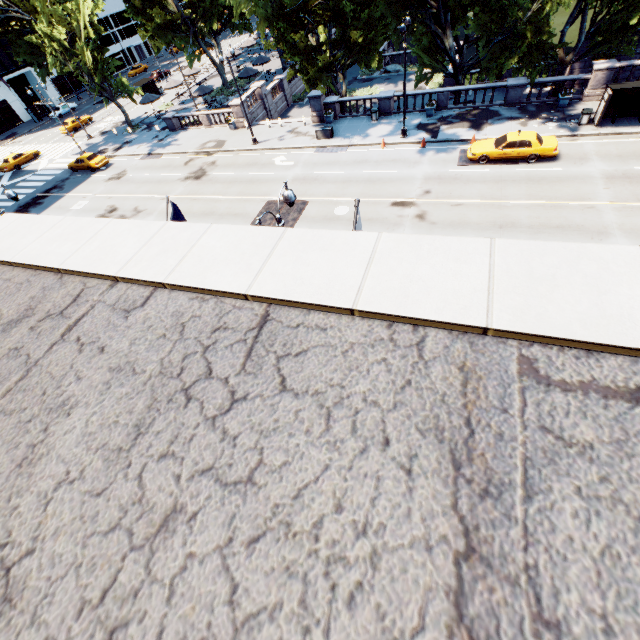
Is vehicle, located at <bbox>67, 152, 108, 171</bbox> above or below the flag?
below

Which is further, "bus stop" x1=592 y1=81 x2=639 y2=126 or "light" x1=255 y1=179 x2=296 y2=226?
"bus stop" x1=592 y1=81 x2=639 y2=126

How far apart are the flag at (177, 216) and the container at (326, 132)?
23.6 meters

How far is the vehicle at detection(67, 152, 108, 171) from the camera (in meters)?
35.03

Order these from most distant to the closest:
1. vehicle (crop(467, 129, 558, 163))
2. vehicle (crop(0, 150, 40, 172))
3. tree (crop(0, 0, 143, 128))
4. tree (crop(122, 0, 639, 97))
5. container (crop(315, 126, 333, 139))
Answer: vehicle (crop(0, 150, 40, 172)) → tree (crop(0, 0, 143, 128)) → container (crop(315, 126, 333, 139)) → tree (crop(122, 0, 639, 97)) → vehicle (crop(467, 129, 558, 163))

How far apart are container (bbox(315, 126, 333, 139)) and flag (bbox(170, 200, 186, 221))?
23.57m

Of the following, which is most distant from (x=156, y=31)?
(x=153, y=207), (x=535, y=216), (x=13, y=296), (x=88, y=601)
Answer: (x=88, y=601)

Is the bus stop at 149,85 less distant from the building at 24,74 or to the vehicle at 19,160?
the building at 24,74
